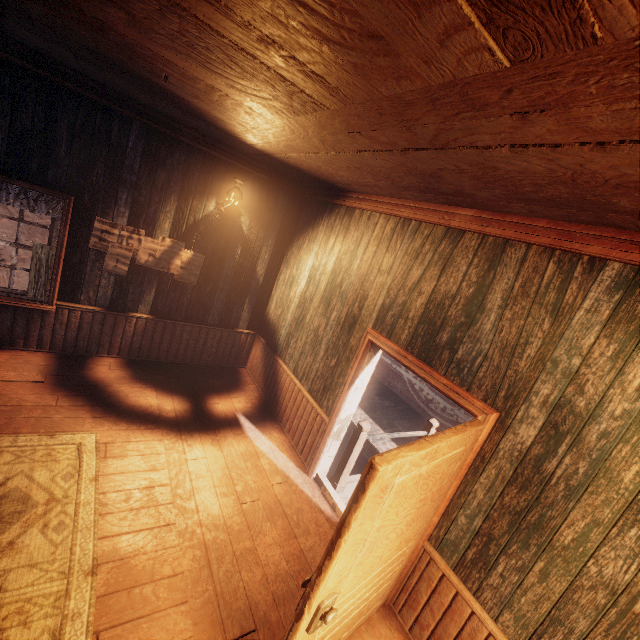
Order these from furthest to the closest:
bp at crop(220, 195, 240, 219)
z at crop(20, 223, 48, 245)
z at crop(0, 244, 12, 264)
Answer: z at crop(20, 223, 48, 245), z at crop(0, 244, 12, 264), bp at crop(220, 195, 240, 219)

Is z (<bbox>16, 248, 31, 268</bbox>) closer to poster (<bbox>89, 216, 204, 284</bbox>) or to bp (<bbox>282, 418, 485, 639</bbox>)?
bp (<bbox>282, 418, 485, 639</bbox>)

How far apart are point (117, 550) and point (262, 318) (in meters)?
4.48

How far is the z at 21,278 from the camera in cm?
1506

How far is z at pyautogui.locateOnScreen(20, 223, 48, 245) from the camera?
15.6 meters

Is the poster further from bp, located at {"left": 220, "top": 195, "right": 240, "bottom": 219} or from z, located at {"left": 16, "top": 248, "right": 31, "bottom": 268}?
z, located at {"left": 16, "top": 248, "right": 31, "bottom": 268}

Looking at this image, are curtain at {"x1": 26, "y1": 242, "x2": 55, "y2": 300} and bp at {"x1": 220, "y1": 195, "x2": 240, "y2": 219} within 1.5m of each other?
no

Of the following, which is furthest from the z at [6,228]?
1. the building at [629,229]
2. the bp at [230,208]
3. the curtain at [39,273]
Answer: the bp at [230,208]
